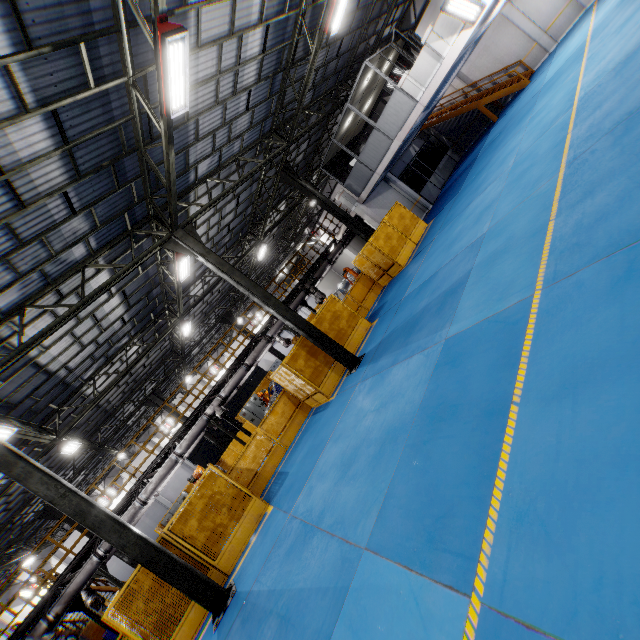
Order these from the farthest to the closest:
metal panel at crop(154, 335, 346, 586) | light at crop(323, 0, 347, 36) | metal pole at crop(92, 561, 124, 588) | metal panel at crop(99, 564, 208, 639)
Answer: metal pole at crop(92, 561, 124, 588) → light at crop(323, 0, 347, 36) → metal panel at crop(154, 335, 346, 586) → metal panel at crop(99, 564, 208, 639)

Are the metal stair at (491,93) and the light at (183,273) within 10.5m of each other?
no

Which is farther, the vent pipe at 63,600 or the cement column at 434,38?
the cement column at 434,38

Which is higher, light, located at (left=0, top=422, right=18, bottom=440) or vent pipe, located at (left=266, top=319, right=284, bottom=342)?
light, located at (left=0, top=422, right=18, bottom=440)

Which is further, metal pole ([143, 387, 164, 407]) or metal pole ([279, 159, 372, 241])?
metal pole ([143, 387, 164, 407])

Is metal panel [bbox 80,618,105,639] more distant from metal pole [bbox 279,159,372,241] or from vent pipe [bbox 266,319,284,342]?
vent pipe [bbox 266,319,284,342]

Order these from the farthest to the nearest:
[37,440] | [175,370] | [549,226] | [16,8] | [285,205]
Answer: [175,370]
[285,205]
[37,440]
[549,226]
[16,8]

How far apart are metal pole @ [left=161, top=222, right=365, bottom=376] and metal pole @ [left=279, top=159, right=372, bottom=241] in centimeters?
672cm
